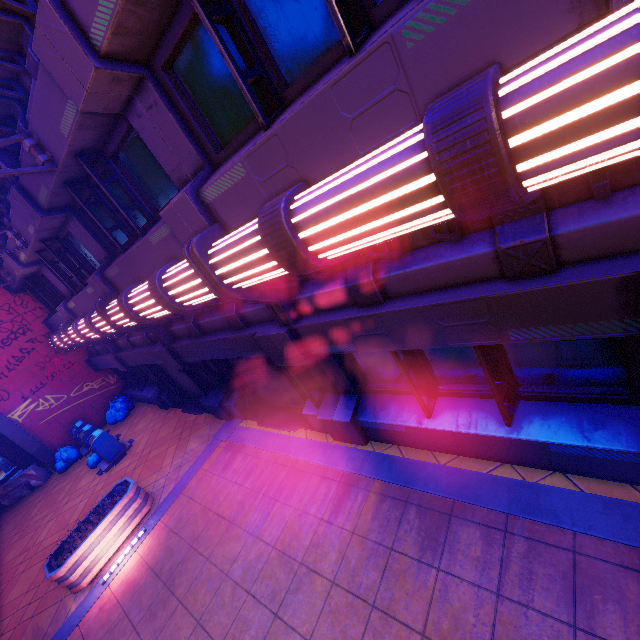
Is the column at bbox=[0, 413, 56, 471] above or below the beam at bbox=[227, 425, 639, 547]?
above

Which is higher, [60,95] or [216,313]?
[60,95]

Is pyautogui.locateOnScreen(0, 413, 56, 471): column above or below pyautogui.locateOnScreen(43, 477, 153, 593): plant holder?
above

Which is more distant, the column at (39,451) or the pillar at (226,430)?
the column at (39,451)

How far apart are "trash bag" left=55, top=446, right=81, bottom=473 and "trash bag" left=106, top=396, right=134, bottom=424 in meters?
1.5

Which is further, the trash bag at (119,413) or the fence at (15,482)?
the trash bag at (119,413)

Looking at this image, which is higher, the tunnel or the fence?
the tunnel

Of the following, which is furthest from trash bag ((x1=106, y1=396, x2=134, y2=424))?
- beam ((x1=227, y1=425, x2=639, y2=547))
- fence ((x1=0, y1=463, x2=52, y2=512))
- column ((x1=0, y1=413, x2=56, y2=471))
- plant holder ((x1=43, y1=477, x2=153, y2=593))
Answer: beam ((x1=227, y1=425, x2=639, y2=547))
